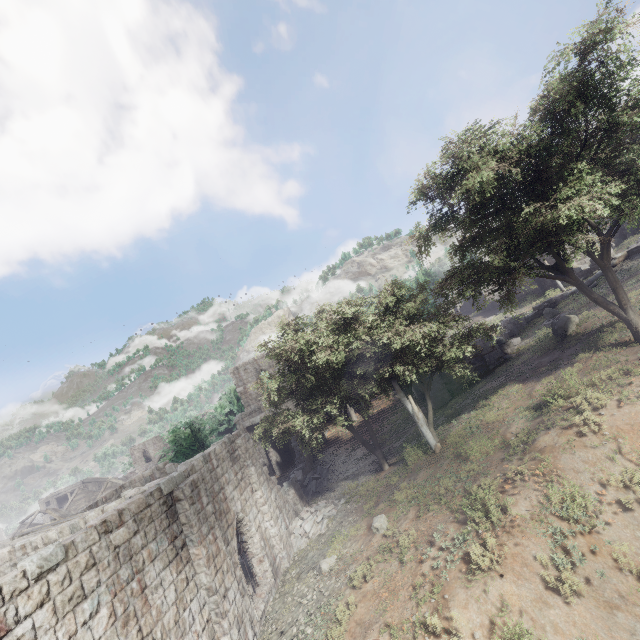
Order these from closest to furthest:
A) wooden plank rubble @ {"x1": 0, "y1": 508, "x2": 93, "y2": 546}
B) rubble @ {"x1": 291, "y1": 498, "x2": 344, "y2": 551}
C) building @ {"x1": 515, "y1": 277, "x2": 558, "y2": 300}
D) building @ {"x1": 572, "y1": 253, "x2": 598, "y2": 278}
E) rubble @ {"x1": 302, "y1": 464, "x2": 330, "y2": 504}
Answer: wooden plank rubble @ {"x1": 0, "y1": 508, "x2": 93, "y2": 546} → rubble @ {"x1": 291, "y1": 498, "x2": 344, "y2": 551} → rubble @ {"x1": 302, "y1": 464, "x2": 330, "y2": 504} → building @ {"x1": 572, "y1": 253, "x2": 598, "y2": 278} → building @ {"x1": 515, "y1": 277, "x2": 558, "y2": 300}

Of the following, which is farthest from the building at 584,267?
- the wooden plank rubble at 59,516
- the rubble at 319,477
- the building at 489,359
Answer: the wooden plank rubble at 59,516

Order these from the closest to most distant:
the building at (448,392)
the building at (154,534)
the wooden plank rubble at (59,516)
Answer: the building at (154,534)
the wooden plank rubble at (59,516)
the building at (448,392)

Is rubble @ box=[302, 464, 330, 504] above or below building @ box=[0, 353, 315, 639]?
below

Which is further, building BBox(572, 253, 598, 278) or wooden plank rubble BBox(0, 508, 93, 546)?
building BBox(572, 253, 598, 278)

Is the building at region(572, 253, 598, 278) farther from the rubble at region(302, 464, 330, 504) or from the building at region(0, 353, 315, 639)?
the rubble at region(302, 464, 330, 504)

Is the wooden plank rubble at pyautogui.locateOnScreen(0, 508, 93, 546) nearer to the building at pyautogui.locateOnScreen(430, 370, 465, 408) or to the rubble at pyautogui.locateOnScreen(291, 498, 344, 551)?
the building at pyautogui.locateOnScreen(430, 370, 465, 408)

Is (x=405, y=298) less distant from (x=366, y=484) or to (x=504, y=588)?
(x=366, y=484)
